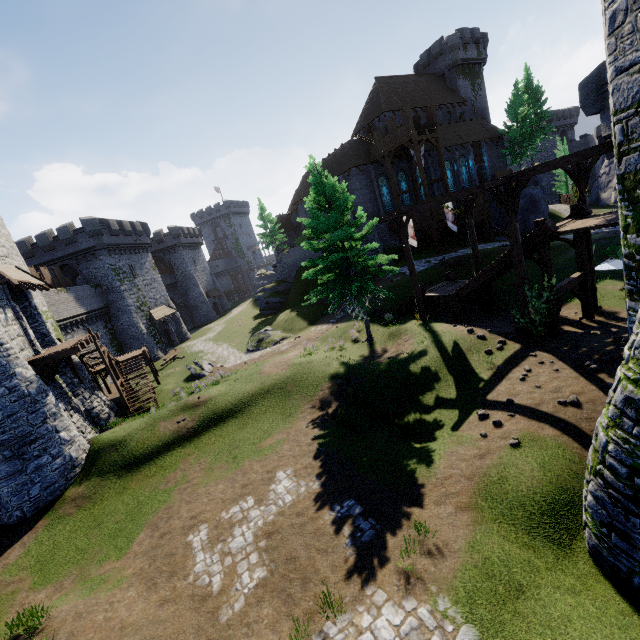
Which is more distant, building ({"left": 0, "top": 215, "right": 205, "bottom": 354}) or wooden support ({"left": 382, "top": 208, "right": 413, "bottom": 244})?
building ({"left": 0, "top": 215, "right": 205, "bottom": 354})

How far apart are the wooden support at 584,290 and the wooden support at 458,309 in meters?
4.5

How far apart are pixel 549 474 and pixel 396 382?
7.08m

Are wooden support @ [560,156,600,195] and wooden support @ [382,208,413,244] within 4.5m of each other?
no

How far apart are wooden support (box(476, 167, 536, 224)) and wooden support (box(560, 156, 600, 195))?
3.38m

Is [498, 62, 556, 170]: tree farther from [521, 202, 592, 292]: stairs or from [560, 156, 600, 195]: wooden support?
[521, 202, 592, 292]: stairs

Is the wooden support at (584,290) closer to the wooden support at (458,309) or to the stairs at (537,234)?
the stairs at (537,234)

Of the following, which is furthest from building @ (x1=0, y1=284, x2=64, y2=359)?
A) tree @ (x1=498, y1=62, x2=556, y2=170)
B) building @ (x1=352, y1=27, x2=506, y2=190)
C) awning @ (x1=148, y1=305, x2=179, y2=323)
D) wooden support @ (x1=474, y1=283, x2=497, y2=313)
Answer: tree @ (x1=498, y1=62, x2=556, y2=170)
